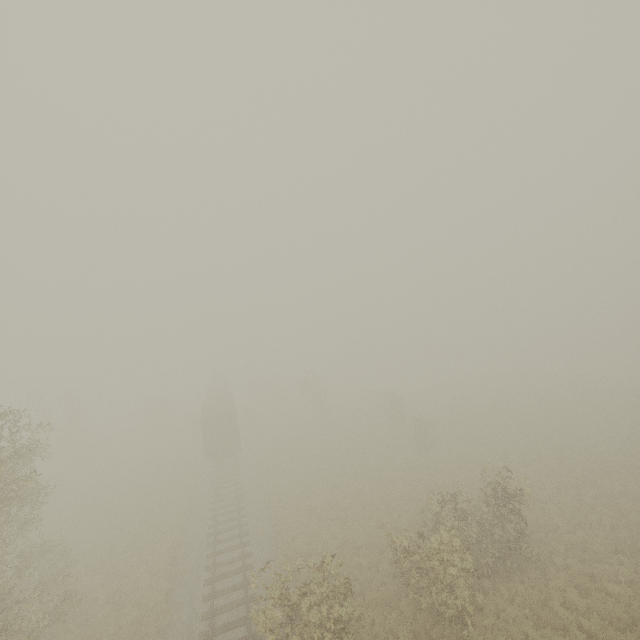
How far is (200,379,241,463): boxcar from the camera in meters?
30.5 m

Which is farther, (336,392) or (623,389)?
(336,392)

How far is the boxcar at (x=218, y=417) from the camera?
30.5 meters
